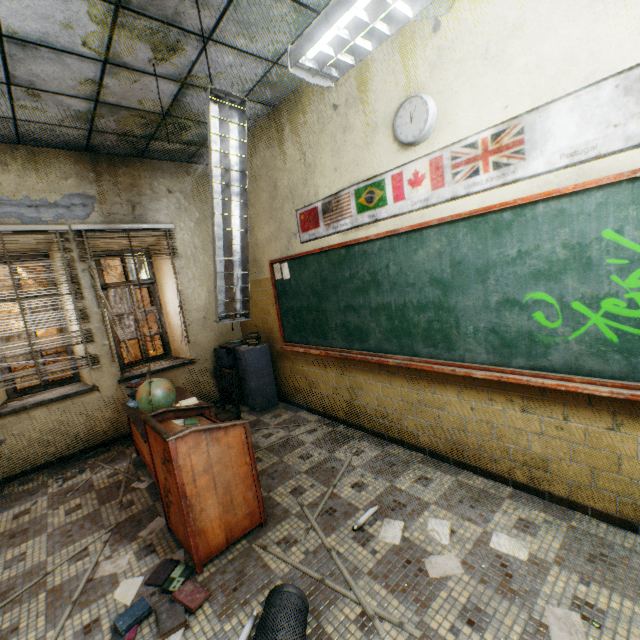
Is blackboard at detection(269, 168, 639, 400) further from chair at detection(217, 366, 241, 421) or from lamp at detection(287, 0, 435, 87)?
lamp at detection(287, 0, 435, 87)

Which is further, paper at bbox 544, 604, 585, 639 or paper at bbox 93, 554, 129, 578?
paper at bbox 93, 554, 129, 578

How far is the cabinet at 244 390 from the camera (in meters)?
4.84

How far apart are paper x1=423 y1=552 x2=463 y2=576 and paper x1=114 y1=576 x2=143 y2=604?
1.9 meters

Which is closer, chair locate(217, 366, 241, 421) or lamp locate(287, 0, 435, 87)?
lamp locate(287, 0, 435, 87)

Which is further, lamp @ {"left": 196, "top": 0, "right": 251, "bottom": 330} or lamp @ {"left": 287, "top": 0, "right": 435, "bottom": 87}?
lamp @ {"left": 196, "top": 0, "right": 251, "bottom": 330}

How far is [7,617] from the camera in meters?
2.1 m

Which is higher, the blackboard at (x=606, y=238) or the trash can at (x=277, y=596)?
the blackboard at (x=606, y=238)
